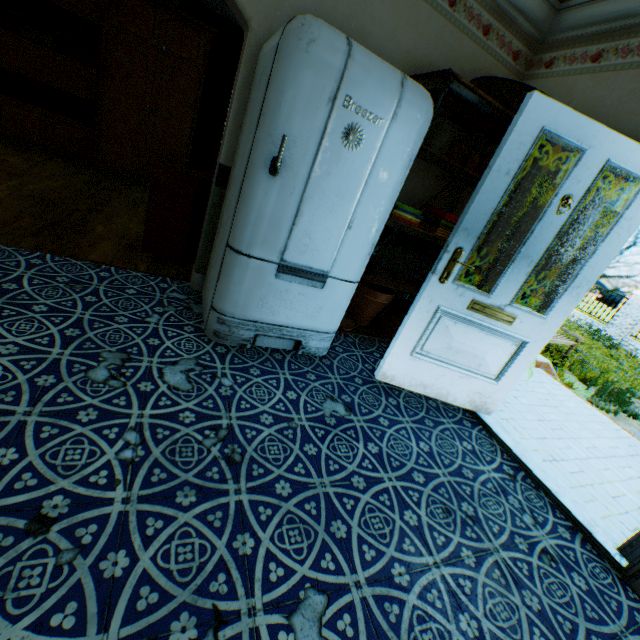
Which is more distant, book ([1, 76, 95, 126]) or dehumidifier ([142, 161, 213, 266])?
book ([1, 76, 95, 126])

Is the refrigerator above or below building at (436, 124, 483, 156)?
below

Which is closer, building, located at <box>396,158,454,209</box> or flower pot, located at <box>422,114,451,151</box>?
flower pot, located at <box>422,114,451,151</box>

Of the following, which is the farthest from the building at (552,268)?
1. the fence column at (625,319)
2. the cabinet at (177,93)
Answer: the fence column at (625,319)

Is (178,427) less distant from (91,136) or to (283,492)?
(283,492)

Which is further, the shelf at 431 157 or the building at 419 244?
the building at 419 244

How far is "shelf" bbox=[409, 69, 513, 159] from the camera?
2.2 meters

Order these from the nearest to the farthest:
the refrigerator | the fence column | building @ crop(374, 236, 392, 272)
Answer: the refrigerator < building @ crop(374, 236, 392, 272) < the fence column
